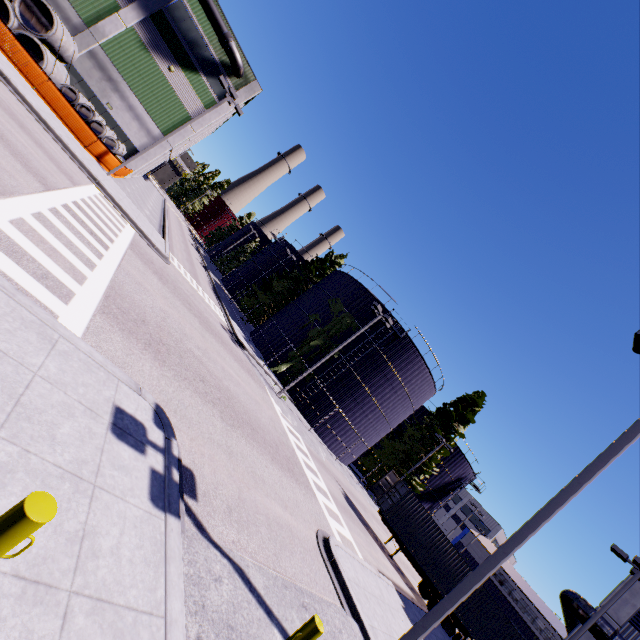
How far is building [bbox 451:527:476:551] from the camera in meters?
58.4 m

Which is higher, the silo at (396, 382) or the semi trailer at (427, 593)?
the silo at (396, 382)

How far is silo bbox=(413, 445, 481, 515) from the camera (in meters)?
40.91

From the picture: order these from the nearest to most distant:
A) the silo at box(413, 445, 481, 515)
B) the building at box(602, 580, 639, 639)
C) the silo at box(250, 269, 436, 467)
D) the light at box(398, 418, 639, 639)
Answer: the light at box(398, 418, 639, 639), the building at box(602, 580, 639, 639), the silo at box(250, 269, 436, 467), the silo at box(413, 445, 481, 515)

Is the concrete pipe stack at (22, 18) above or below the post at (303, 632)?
above

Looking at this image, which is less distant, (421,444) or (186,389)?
(186,389)

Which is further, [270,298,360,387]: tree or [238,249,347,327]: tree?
[238,249,347,327]: tree

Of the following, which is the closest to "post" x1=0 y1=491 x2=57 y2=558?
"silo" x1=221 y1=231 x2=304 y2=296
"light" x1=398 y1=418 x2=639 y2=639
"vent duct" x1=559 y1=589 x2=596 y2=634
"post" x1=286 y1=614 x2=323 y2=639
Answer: "post" x1=286 y1=614 x2=323 y2=639
